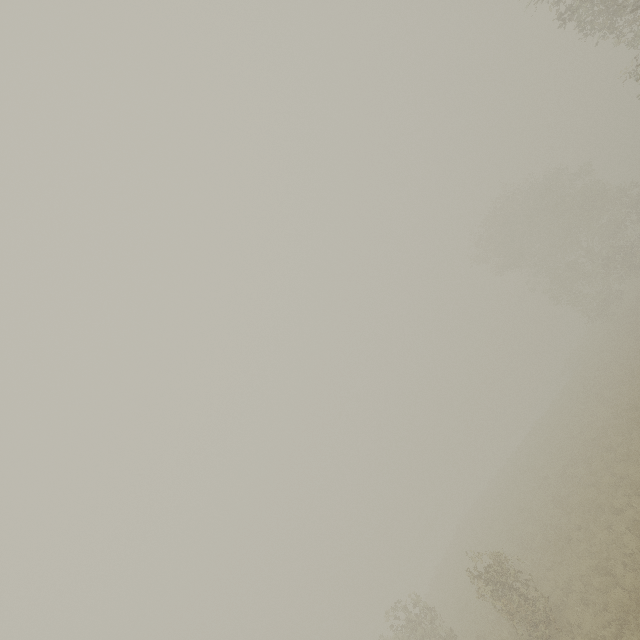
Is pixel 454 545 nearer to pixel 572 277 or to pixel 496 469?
pixel 496 469
